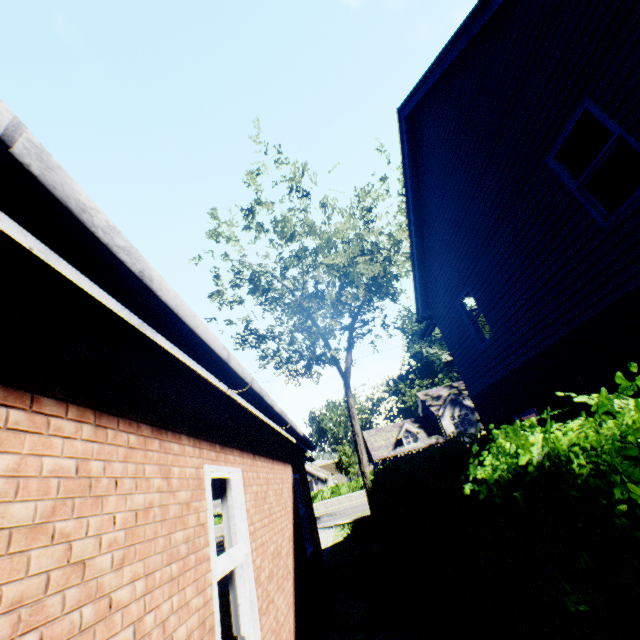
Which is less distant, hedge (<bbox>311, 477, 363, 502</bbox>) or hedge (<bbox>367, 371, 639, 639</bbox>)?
hedge (<bbox>367, 371, 639, 639</bbox>)

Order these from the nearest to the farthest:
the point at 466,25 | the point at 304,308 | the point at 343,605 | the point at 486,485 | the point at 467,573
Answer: the point at 486,485, the point at 467,573, the point at 466,25, the point at 343,605, the point at 304,308

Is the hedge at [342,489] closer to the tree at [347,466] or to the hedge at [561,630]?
the tree at [347,466]

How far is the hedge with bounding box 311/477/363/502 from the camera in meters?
32.8 m

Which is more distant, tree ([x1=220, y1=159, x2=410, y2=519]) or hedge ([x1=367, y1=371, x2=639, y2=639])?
tree ([x1=220, y1=159, x2=410, y2=519])

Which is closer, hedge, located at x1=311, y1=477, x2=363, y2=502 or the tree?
the tree

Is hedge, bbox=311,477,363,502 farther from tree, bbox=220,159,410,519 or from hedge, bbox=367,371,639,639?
hedge, bbox=367,371,639,639
